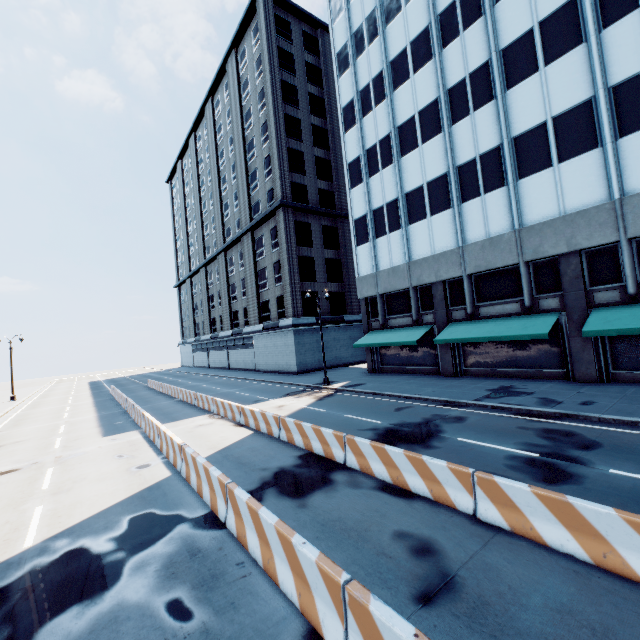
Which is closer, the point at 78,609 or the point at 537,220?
the point at 78,609

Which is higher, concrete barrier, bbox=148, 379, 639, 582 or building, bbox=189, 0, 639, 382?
building, bbox=189, 0, 639, 382

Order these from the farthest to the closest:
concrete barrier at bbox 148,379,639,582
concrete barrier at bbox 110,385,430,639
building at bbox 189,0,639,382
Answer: building at bbox 189,0,639,382 < concrete barrier at bbox 148,379,639,582 < concrete barrier at bbox 110,385,430,639

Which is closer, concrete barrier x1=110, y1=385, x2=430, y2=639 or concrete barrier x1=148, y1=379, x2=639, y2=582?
concrete barrier x1=110, y1=385, x2=430, y2=639

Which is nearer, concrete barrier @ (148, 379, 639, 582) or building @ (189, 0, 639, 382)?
concrete barrier @ (148, 379, 639, 582)

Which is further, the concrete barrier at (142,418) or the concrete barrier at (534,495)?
the concrete barrier at (534,495)

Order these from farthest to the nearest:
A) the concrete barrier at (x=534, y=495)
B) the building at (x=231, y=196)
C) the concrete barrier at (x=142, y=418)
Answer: the building at (x=231, y=196) < the concrete barrier at (x=534, y=495) < the concrete barrier at (x=142, y=418)
